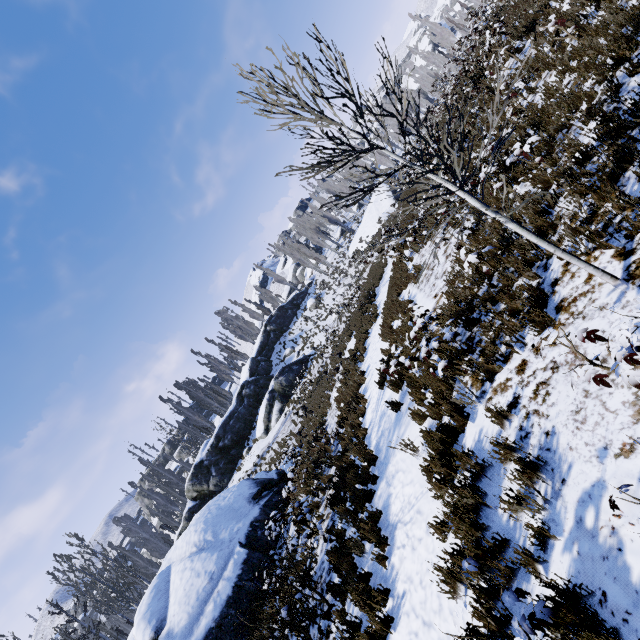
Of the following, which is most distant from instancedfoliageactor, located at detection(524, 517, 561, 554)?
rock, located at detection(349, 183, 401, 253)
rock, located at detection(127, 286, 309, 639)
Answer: rock, located at detection(127, 286, 309, 639)

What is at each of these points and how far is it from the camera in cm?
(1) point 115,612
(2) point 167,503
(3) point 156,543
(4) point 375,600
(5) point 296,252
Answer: (1) instancedfoliageactor, 2508
(2) instancedfoliageactor, 3516
(3) instancedfoliageactor, 4338
(4) instancedfoliageactor, 492
(5) instancedfoliageactor, 5050

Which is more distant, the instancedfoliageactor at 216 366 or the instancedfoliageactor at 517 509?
the instancedfoliageactor at 216 366

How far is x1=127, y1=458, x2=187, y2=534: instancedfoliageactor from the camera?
35.00m

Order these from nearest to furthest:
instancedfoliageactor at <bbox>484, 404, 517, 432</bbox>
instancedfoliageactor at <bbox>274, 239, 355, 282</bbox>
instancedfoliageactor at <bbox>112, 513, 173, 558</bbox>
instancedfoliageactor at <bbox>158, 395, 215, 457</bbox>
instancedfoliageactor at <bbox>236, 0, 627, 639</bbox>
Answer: instancedfoliageactor at <bbox>236, 0, 627, 639</bbox> < instancedfoliageactor at <bbox>484, 404, 517, 432</bbox> < instancedfoliageactor at <bbox>158, 395, 215, 457</bbox> < instancedfoliageactor at <bbox>112, 513, 173, 558</bbox> < instancedfoliageactor at <bbox>274, 239, 355, 282</bbox>
